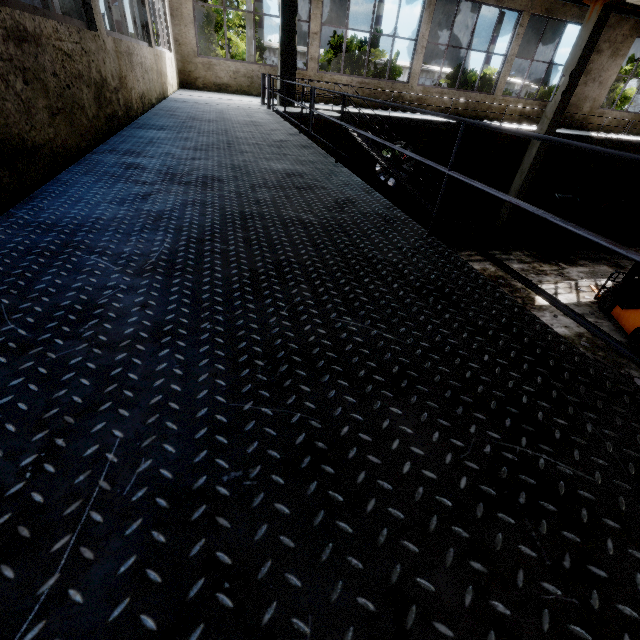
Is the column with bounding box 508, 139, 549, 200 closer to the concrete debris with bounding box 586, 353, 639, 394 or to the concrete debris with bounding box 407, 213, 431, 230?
the concrete debris with bounding box 407, 213, 431, 230

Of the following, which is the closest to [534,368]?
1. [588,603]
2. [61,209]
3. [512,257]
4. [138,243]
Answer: [588,603]

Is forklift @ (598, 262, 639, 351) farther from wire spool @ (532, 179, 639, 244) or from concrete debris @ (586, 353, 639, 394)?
wire spool @ (532, 179, 639, 244)

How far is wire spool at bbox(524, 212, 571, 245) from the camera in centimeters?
1281cm

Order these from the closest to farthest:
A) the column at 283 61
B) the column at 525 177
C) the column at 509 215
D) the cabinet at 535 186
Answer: the column at 283 61 < the column at 525 177 < the column at 509 215 < the cabinet at 535 186

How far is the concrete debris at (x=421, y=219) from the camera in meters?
14.5 m

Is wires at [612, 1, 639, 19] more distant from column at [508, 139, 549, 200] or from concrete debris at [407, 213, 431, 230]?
concrete debris at [407, 213, 431, 230]

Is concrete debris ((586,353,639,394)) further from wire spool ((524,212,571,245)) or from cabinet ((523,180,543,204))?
cabinet ((523,180,543,204))
